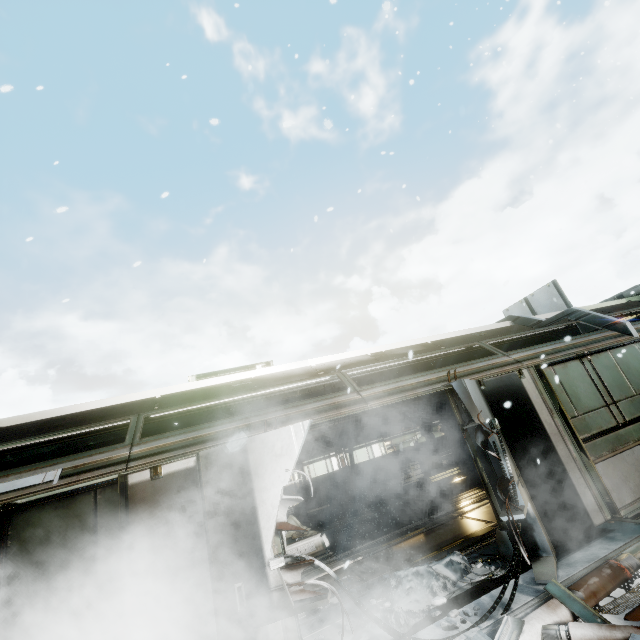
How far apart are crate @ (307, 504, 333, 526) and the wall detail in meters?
0.9 m

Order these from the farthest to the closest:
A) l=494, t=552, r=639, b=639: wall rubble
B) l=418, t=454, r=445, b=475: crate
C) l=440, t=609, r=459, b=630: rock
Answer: l=418, t=454, r=445, b=475: crate
l=440, t=609, r=459, b=630: rock
l=494, t=552, r=639, b=639: wall rubble

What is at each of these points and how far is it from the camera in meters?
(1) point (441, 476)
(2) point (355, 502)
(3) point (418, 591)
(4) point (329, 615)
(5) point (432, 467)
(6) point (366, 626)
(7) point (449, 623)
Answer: (1) ceiling light, 12.2 m
(2) wall detail, 11.8 m
(3) snow pile, 4.7 m
(4) snow pile, 5.8 m
(5) crate, 12.5 m
(6) snow pile, 4.2 m
(7) rock, 3.8 m

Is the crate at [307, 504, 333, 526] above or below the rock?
above

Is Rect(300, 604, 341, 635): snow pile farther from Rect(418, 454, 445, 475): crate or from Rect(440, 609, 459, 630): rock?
Rect(418, 454, 445, 475): crate

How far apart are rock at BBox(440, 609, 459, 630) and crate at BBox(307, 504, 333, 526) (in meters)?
7.50

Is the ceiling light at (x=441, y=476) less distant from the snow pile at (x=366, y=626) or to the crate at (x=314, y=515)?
the crate at (x=314, y=515)

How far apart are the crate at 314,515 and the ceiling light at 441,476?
3.5 meters
